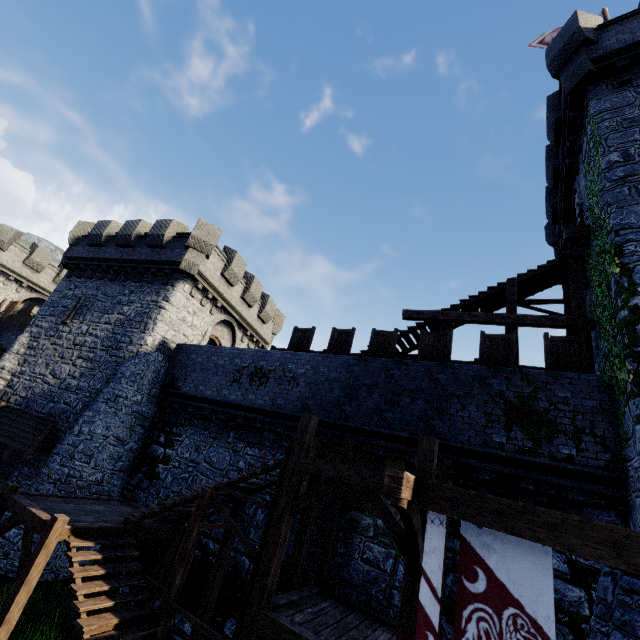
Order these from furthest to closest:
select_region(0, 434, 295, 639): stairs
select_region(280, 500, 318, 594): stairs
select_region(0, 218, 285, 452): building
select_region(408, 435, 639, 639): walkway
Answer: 1. select_region(0, 218, 285, 452): building
2. select_region(280, 500, 318, 594): stairs
3. select_region(0, 434, 295, 639): stairs
4. select_region(408, 435, 639, 639): walkway

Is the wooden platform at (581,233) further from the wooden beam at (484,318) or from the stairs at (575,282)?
the wooden beam at (484,318)

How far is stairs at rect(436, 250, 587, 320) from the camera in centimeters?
1143cm

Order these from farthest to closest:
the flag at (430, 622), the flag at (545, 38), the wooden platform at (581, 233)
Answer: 1. the flag at (545, 38)
2. the wooden platform at (581, 233)
3. the flag at (430, 622)

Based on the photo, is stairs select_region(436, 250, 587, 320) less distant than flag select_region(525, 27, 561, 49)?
Yes

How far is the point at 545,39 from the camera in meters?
15.0 m

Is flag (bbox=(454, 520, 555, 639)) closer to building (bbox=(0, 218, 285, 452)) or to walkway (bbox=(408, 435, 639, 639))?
walkway (bbox=(408, 435, 639, 639))

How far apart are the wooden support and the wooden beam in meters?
7.5
